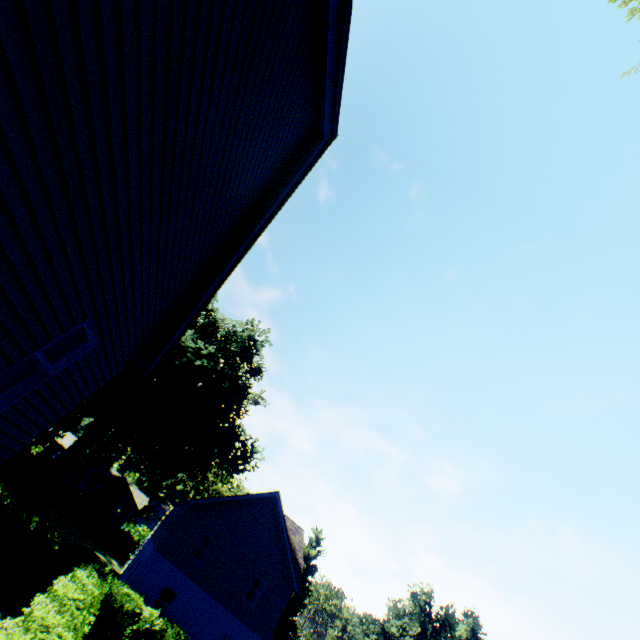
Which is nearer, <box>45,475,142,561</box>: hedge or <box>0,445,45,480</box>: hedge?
<box>0,445,45,480</box>: hedge

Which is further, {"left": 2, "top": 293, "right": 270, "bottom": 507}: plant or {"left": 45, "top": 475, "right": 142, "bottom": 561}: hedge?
{"left": 45, "top": 475, "right": 142, "bottom": 561}: hedge

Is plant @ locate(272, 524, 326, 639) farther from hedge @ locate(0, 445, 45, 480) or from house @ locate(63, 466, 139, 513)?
hedge @ locate(0, 445, 45, 480)

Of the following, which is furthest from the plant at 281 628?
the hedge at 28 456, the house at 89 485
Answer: the hedge at 28 456

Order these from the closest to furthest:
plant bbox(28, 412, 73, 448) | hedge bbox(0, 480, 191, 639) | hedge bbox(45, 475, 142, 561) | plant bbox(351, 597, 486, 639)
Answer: hedge bbox(0, 480, 191, 639) < hedge bbox(45, 475, 142, 561) < plant bbox(28, 412, 73, 448) < plant bbox(351, 597, 486, 639)

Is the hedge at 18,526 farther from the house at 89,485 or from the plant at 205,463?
the house at 89,485

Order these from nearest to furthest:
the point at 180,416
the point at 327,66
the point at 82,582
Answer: the point at 327,66
the point at 82,582
the point at 180,416
